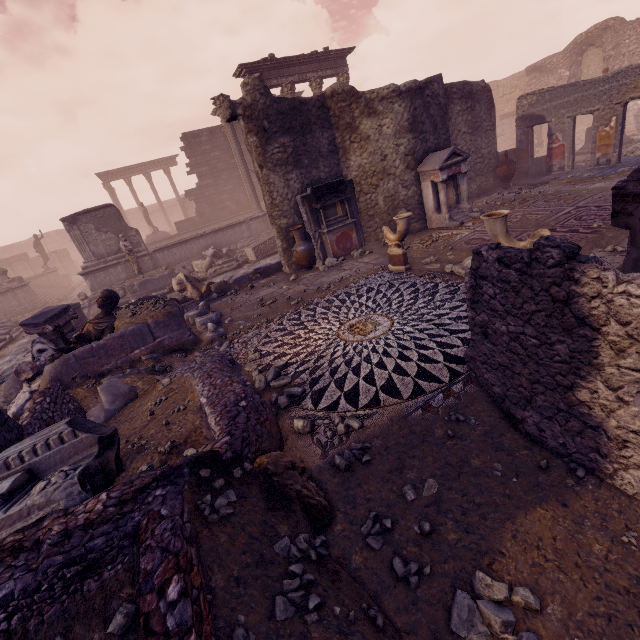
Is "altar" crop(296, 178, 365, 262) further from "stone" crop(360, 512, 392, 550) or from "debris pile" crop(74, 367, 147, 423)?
"stone" crop(360, 512, 392, 550)

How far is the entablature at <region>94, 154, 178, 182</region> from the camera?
29.41m

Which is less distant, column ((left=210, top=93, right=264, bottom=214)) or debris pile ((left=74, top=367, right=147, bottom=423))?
debris pile ((left=74, top=367, right=147, bottom=423))

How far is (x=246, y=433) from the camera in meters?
2.8 m

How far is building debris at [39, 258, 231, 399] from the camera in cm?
558

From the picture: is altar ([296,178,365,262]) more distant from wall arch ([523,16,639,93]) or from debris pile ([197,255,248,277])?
wall arch ([523,16,639,93])

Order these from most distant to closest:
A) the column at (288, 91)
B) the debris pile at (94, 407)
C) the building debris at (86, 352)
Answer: the column at (288, 91) → the building debris at (86, 352) → the debris pile at (94, 407)

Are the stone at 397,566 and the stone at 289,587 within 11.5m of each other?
yes
